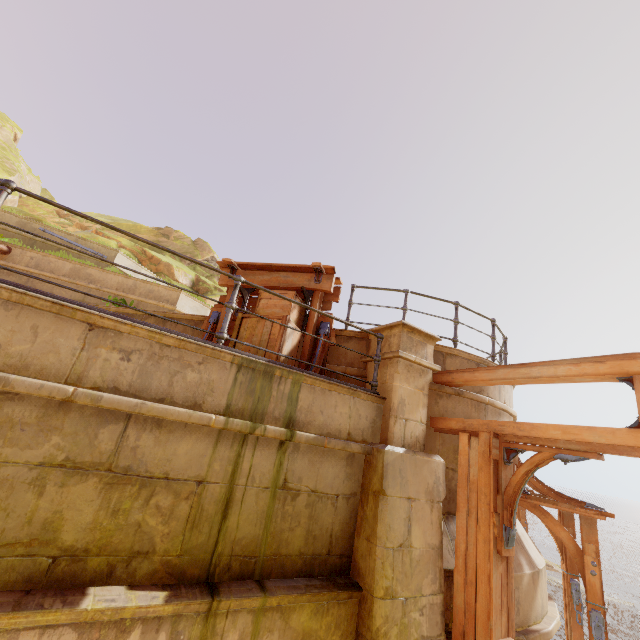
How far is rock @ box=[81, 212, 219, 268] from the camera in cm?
2225

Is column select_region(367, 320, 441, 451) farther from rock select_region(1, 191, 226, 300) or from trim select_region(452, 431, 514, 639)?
rock select_region(1, 191, 226, 300)

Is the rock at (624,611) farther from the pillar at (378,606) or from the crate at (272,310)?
the crate at (272,310)

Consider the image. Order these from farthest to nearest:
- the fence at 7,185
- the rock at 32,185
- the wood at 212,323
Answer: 1. the rock at 32,185
2. the wood at 212,323
3. the fence at 7,185

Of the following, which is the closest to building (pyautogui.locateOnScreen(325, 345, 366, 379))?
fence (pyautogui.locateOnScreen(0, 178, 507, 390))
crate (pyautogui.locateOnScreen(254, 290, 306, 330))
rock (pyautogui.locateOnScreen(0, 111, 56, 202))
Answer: fence (pyautogui.locateOnScreen(0, 178, 507, 390))

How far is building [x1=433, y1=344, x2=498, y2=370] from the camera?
5.36m

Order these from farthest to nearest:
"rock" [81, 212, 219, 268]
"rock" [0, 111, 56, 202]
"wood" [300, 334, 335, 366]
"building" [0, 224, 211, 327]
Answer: "rock" [81, 212, 219, 268], "rock" [0, 111, 56, 202], "building" [0, 224, 211, 327], "wood" [300, 334, 335, 366]

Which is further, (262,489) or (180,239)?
(180,239)
